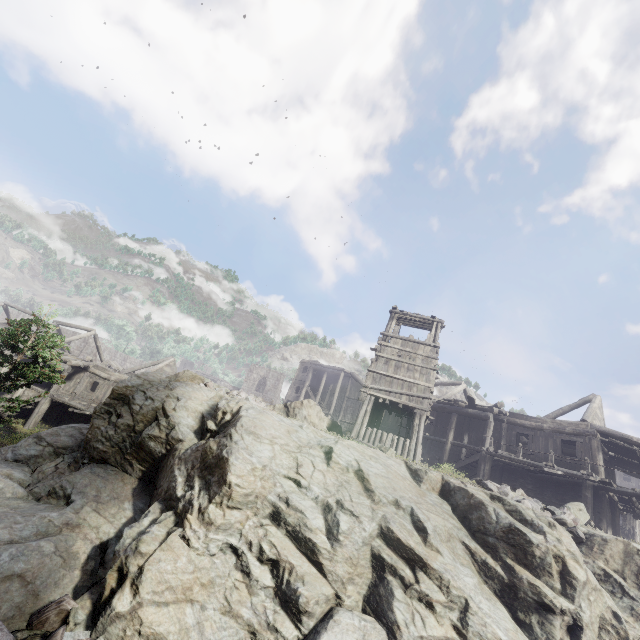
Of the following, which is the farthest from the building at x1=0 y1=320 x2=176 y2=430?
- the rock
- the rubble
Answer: the rubble

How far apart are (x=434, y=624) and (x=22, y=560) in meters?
9.7 m

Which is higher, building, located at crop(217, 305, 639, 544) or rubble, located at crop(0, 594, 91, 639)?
building, located at crop(217, 305, 639, 544)

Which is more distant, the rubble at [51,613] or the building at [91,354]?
the building at [91,354]

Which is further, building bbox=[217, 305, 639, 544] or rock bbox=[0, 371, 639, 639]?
building bbox=[217, 305, 639, 544]

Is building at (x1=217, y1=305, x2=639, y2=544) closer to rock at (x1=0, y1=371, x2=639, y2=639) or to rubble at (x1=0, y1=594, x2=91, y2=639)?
rock at (x1=0, y1=371, x2=639, y2=639)

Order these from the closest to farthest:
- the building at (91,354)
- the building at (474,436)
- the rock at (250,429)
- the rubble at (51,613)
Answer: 1. the rubble at (51,613)
2. the rock at (250,429)
3. the building at (474,436)
4. the building at (91,354)
